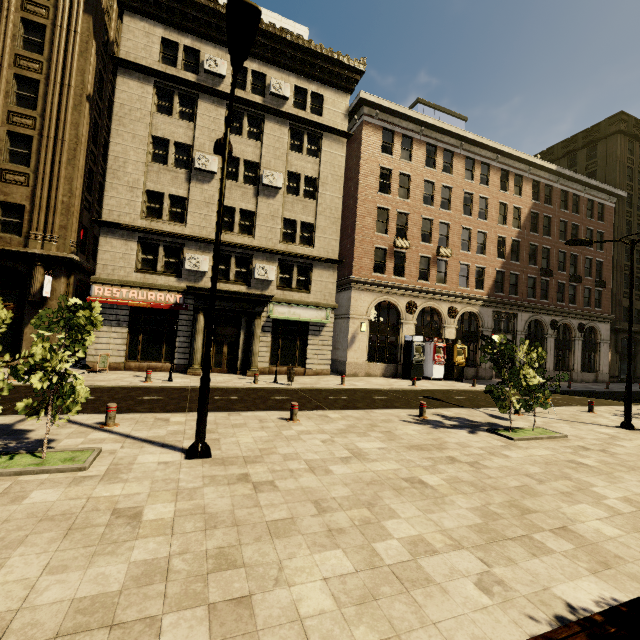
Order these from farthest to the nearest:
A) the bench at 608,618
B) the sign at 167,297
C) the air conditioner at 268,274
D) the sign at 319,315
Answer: the sign at 319,315 → the air conditioner at 268,274 → the sign at 167,297 → the bench at 608,618

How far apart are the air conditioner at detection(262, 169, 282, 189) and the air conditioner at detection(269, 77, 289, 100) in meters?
5.0 m

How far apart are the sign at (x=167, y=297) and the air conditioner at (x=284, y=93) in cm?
1392

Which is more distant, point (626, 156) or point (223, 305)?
point (626, 156)

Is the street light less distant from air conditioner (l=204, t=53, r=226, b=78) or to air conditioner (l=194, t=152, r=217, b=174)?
air conditioner (l=194, t=152, r=217, b=174)

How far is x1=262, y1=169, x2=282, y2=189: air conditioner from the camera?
20.2 meters

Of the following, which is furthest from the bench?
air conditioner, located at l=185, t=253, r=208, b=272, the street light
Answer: air conditioner, located at l=185, t=253, r=208, b=272

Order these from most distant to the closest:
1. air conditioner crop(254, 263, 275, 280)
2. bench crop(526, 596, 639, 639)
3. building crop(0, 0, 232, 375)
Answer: air conditioner crop(254, 263, 275, 280) → building crop(0, 0, 232, 375) → bench crop(526, 596, 639, 639)
